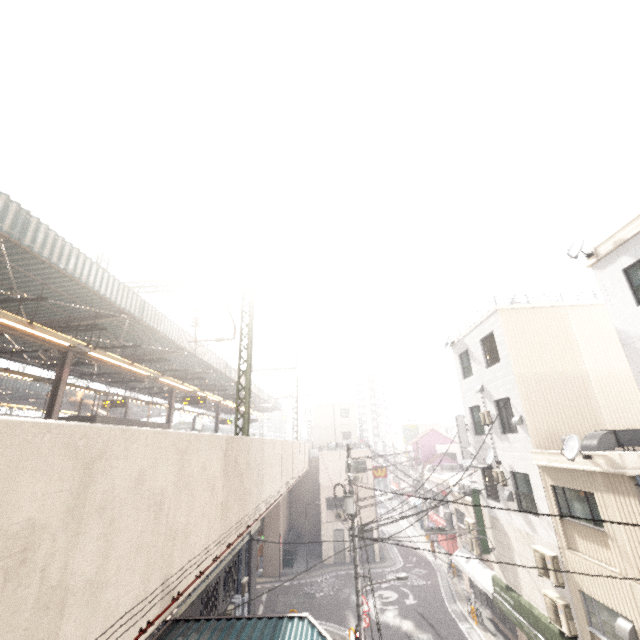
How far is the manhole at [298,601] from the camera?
20.44m

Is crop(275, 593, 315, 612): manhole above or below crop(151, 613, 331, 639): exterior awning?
below

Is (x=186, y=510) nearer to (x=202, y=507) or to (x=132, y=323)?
(x=202, y=507)

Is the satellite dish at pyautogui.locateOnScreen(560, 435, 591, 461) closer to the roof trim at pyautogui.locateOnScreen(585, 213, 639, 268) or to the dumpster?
the roof trim at pyautogui.locateOnScreen(585, 213, 639, 268)

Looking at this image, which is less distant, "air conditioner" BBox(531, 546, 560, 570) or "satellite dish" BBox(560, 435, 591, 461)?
"satellite dish" BBox(560, 435, 591, 461)

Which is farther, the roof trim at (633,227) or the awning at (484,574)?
the awning at (484,574)

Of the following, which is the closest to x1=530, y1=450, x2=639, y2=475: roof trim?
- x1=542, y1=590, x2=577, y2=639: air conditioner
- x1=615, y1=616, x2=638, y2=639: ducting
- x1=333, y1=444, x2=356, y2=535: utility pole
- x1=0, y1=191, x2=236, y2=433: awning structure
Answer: x1=615, y1=616, x2=638, y2=639: ducting

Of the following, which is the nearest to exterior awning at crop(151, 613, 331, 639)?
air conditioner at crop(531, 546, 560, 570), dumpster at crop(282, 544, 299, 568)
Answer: air conditioner at crop(531, 546, 560, 570)
